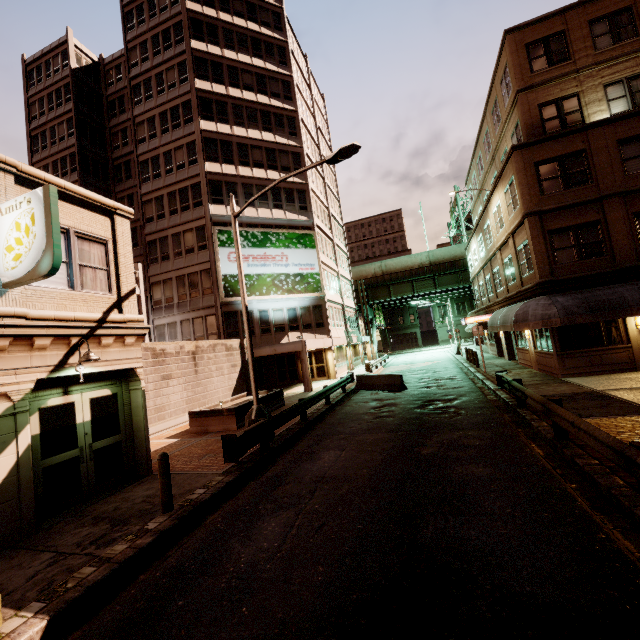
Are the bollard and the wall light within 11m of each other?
yes

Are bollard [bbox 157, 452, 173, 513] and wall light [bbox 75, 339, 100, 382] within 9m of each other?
yes

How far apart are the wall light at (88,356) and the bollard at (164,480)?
2.96m

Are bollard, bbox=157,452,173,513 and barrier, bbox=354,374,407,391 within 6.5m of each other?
no

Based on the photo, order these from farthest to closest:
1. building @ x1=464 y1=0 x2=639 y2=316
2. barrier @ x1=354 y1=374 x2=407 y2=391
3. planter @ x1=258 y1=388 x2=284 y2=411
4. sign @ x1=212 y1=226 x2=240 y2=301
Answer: sign @ x1=212 y1=226 x2=240 y2=301 < barrier @ x1=354 y1=374 x2=407 y2=391 < planter @ x1=258 y1=388 x2=284 y2=411 < building @ x1=464 y1=0 x2=639 y2=316

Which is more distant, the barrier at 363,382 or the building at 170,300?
the barrier at 363,382

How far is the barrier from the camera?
18.9 meters

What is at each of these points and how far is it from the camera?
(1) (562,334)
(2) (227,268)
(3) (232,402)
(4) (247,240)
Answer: (1) building, 15.4m
(2) sign, 26.0m
(3) planter, 17.4m
(4) sign, 27.0m
